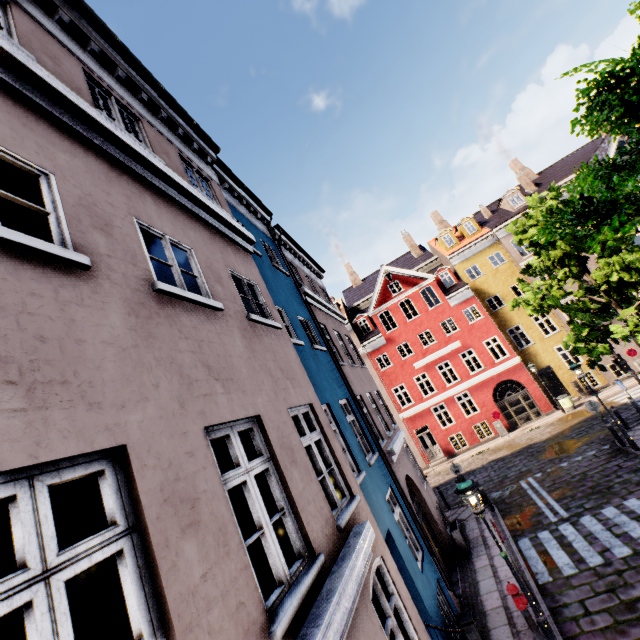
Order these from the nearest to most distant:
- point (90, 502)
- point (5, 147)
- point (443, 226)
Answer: point (5, 147), point (90, 502), point (443, 226)

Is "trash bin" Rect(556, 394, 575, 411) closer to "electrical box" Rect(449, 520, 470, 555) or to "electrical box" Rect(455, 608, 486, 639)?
"electrical box" Rect(449, 520, 470, 555)

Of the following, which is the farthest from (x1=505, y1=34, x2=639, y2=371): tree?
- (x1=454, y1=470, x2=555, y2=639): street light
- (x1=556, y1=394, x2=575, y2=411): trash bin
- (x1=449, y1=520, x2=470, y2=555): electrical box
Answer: (x1=449, y1=520, x2=470, y2=555): electrical box

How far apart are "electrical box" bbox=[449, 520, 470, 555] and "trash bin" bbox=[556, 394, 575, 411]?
14.31m

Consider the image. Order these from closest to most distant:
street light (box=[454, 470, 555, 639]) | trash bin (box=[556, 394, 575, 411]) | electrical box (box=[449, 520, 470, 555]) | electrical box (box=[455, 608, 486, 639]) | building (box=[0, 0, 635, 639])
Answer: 1. building (box=[0, 0, 635, 639])
2. street light (box=[454, 470, 555, 639])
3. electrical box (box=[455, 608, 486, 639])
4. electrical box (box=[449, 520, 470, 555])
5. trash bin (box=[556, 394, 575, 411])

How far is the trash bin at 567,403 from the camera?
21.1m

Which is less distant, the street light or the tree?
the tree

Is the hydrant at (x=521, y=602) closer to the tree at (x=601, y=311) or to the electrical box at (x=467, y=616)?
the electrical box at (x=467, y=616)
